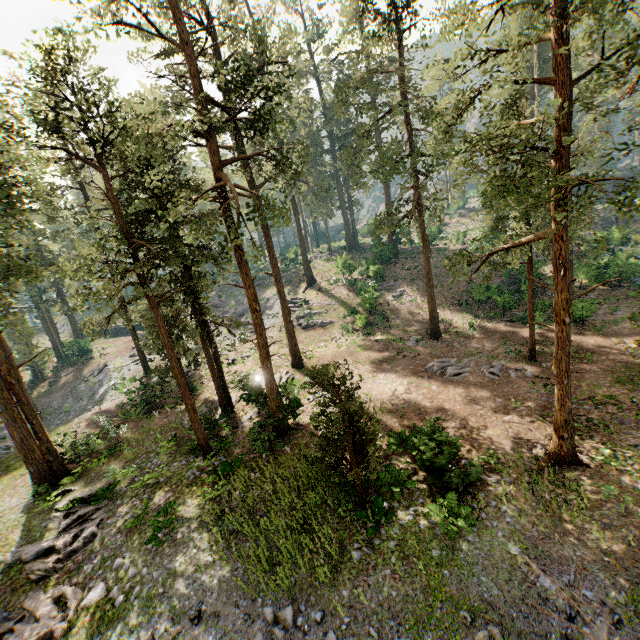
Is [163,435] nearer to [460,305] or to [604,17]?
[604,17]

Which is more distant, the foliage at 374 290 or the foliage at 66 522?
the foliage at 374 290

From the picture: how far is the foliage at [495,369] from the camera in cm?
1939

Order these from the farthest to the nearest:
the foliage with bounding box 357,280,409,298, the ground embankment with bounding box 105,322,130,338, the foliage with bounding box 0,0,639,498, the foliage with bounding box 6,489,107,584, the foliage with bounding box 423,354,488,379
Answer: the ground embankment with bounding box 105,322,130,338 < the foliage with bounding box 357,280,409,298 < the foliage with bounding box 423,354,488,379 < the foliage with bounding box 6,489,107,584 < the foliage with bounding box 0,0,639,498

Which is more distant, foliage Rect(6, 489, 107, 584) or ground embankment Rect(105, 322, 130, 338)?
ground embankment Rect(105, 322, 130, 338)

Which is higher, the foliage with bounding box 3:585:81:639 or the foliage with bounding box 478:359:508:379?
the foliage with bounding box 478:359:508:379

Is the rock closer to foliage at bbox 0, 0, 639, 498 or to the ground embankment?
foliage at bbox 0, 0, 639, 498
